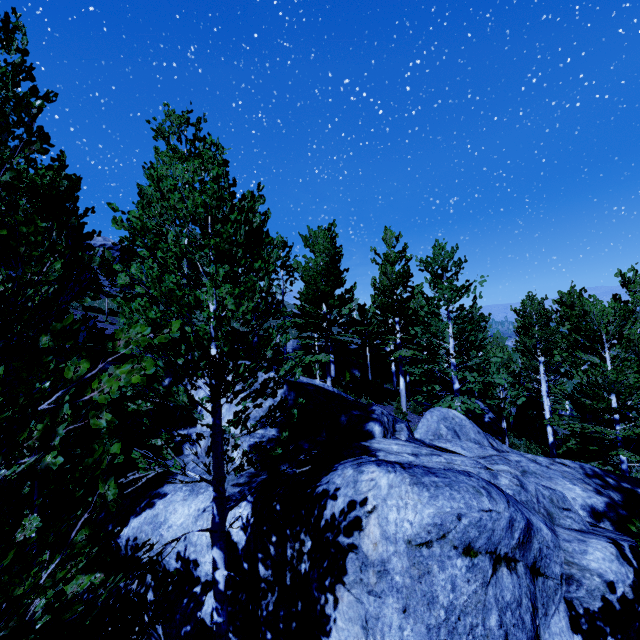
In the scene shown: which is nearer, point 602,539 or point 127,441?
point 602,539

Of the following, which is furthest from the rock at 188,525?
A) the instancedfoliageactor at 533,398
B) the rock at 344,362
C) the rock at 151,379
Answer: the rock at 344,362

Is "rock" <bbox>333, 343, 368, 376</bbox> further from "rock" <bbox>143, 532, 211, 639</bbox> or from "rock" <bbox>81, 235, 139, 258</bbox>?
"rock" <bbox>143, 532, 211, 639</bbox>

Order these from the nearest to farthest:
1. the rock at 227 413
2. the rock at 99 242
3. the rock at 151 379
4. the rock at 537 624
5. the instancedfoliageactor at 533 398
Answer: the instancedfoliageactor at 533 398
the rock at 537 624
the rock at 227 413
the rock at 151 379
the rock at 99 242

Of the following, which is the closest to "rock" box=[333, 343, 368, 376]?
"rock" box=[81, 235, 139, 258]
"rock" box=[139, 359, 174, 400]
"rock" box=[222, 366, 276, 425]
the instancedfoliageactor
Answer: the instancedfoliageactor

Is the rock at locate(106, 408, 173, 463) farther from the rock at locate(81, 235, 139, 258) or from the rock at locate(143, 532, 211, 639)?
the rock at locate(81, 235, 139, 258)

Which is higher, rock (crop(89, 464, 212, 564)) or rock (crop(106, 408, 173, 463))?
rock (crop(106, 408, 173, 463))

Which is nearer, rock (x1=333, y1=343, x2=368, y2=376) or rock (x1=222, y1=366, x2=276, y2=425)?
rock (x1=222, y1=366, x2=276, y2=425)
